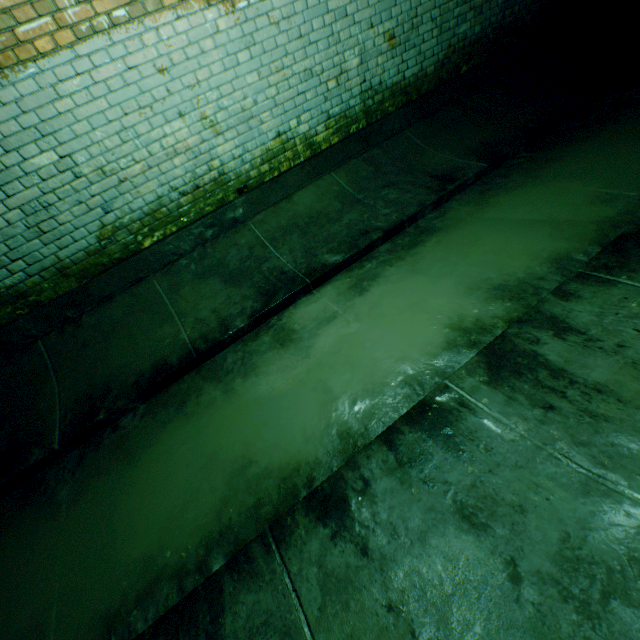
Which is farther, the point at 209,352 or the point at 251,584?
the point at 209,352
